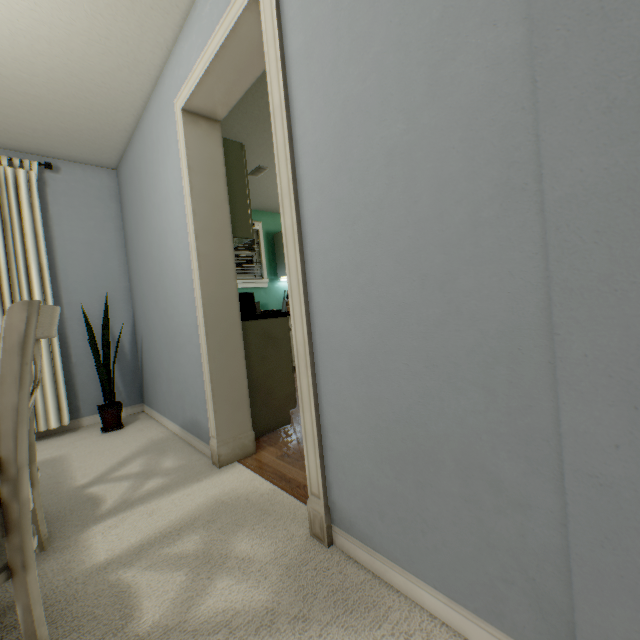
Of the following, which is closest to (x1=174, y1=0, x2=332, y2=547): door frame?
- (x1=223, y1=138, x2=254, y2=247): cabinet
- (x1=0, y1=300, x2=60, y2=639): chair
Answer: (x1=223, y1=138, x2=254, y2=247): cabinet

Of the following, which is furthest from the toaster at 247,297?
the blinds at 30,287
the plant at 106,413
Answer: the blinds at 30,287

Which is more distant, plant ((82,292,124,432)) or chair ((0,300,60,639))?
plant ((82,292,124,432))

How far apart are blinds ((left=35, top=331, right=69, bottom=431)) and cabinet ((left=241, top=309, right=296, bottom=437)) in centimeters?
142cm

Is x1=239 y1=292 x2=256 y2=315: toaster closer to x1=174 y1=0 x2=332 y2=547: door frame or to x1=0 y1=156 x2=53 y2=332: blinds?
x1=174 y1=0 x2=332 y2=547: door frame

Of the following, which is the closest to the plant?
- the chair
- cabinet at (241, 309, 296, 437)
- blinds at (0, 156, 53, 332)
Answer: blinds at (0, 156, 53, 332)

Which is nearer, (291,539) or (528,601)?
(528,601)

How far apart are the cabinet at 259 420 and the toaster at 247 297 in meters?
0.0
